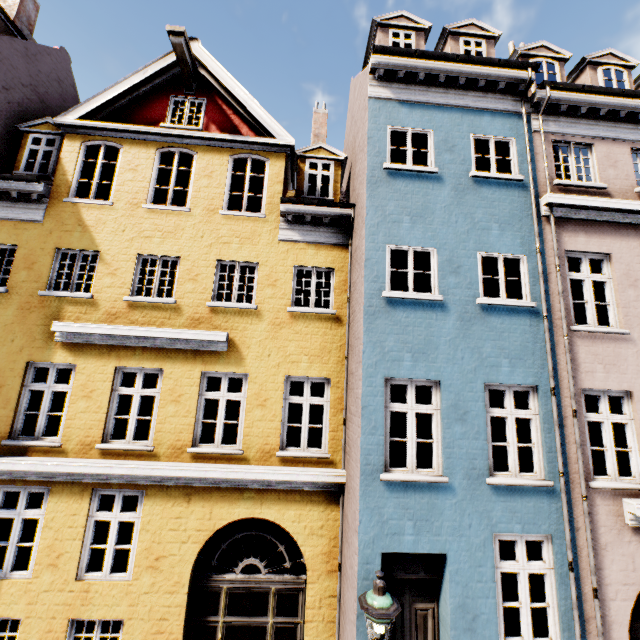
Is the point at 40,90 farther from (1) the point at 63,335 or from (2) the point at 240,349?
(2) the point at 240,349

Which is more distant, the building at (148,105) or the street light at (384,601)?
the building at (148,105)

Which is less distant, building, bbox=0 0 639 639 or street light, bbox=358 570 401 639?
street light, bbox=358 570 401 639
